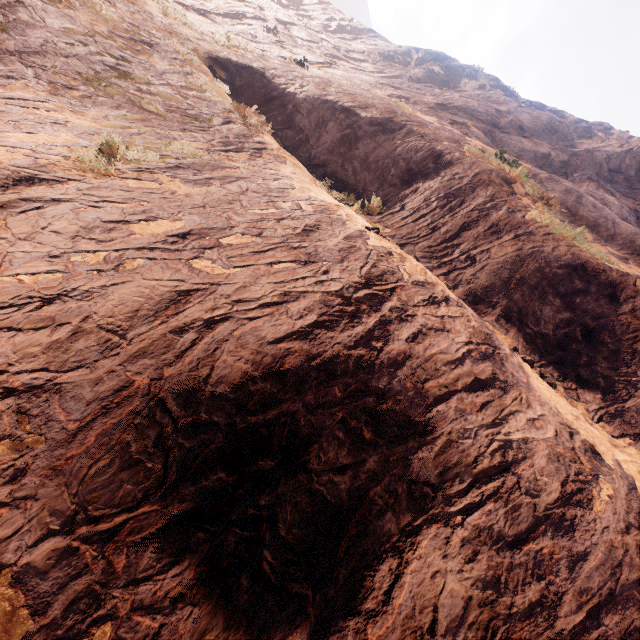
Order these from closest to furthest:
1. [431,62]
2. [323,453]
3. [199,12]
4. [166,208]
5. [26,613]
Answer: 1. [26,613]
2. [323,453]
3. [166,208]
4. [199,12]
5. [431,62]
